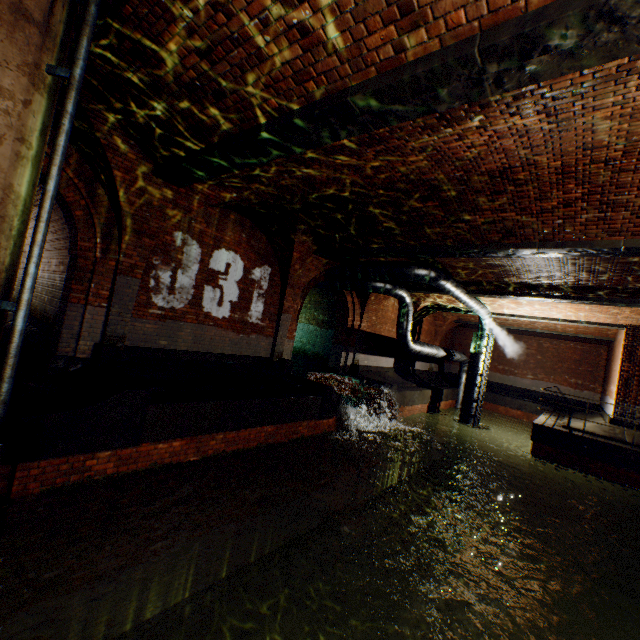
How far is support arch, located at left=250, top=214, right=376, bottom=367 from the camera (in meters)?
9.16

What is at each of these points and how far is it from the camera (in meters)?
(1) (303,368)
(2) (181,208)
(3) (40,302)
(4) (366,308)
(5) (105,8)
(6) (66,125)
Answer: (1) building tunnel, 15.44
(2) support arch, 7.24
(3) building tunnel, 11.26
(4) support arch, 14.53
(5) pipe end, 3.26
(6) pipe railing, 2.86

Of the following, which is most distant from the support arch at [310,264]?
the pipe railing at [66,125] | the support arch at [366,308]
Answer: the pipe railing at [66,125]

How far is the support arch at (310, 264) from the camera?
9.16m

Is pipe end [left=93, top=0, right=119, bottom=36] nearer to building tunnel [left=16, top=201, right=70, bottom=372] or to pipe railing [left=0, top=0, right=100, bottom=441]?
pipe railing [left=0, top=0, right=100, bottom=441]

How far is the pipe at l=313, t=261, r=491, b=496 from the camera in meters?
10.4 m

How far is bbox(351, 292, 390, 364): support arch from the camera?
14.3m

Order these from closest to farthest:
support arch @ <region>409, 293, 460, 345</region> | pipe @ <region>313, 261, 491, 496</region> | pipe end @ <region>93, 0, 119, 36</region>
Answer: pipe end @ <region>93, 0, 119, 36</region>
pipe @ <region>313, 261, 491, 496</region>
support arch @ <region>409, 293, 460, 345</region>
